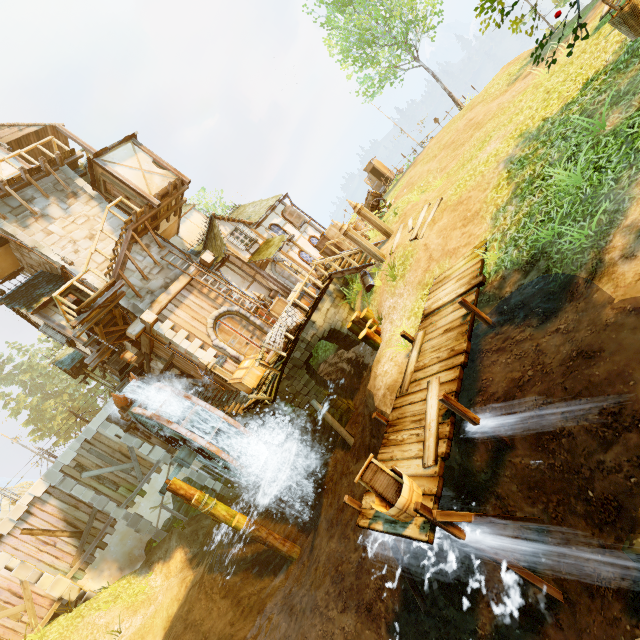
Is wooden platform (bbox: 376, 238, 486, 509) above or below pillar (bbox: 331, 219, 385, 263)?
below

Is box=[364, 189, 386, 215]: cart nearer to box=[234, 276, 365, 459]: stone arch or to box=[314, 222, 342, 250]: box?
box=[314, 222, 342, 250]: box

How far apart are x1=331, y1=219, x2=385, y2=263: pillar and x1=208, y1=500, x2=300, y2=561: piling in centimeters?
1135cm

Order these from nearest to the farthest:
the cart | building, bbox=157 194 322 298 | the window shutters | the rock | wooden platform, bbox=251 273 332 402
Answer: the rock → wooden platform, bbox=251 273 332 402 → building, bbox=157 194 322 298 → the cart → the window shutters

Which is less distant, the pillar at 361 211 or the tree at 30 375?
the pillar at 361 211

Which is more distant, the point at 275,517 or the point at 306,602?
the point at 275,517

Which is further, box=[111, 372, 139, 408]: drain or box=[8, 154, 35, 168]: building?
box=[8, 154, 35, 168]: building

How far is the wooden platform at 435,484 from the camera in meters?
5.1
